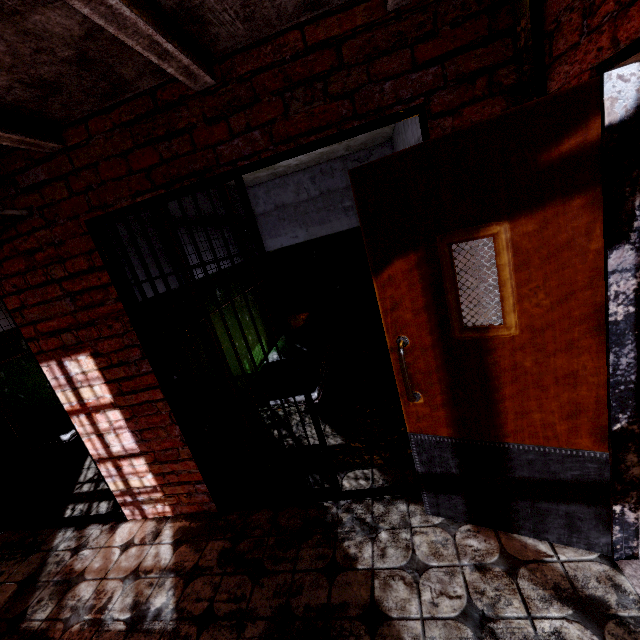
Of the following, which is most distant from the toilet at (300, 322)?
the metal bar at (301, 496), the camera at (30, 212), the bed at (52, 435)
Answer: the camera at (30, 212)

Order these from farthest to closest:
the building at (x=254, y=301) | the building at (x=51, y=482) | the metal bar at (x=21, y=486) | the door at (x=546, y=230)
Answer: the building at (x=254, y=301) < the building at (x=51, y=482) < the metal bar at (x=21, y=486) < the door at (x=546, y=230)

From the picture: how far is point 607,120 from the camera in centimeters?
107cm

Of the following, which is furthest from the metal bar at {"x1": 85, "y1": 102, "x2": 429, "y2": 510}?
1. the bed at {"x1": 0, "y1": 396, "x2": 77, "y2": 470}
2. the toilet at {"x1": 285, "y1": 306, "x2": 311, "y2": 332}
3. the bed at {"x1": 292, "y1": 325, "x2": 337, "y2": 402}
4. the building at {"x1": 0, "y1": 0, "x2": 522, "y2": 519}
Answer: the toilet at {"x1": 285, "y1": 306, "x2": 311, "y2": 332}

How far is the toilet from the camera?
5.3 meters

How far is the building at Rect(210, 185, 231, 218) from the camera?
4.2 meters

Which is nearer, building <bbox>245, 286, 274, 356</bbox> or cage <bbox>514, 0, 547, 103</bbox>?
cage <bbox>514, 0, 547, 103</bbox>

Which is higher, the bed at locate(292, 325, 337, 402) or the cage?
the cage
